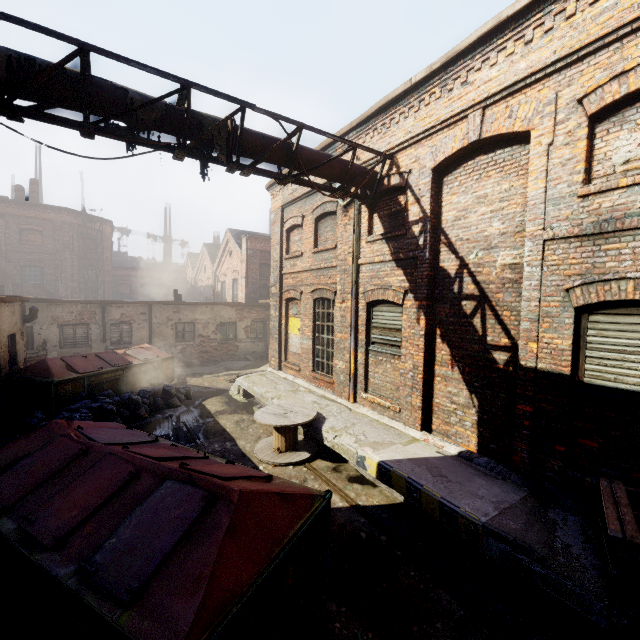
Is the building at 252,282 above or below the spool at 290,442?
above

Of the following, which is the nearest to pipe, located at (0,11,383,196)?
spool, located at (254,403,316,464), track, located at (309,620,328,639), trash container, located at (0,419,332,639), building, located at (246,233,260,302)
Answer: trash container, located at (0,419,332,639)

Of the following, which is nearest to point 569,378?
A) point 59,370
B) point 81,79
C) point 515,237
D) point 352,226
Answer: point 515,237

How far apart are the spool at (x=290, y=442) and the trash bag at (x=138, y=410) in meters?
3.9

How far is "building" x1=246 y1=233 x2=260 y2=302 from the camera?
22.0 meters

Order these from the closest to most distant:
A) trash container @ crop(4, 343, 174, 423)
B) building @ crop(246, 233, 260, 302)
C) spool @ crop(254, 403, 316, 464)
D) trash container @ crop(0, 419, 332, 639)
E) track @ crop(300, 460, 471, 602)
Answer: trash container @ crop(0, 419, 332, 639), track @ crop(300, 460, 471, 602), spool @ crop(254, 403, 316, 464), trash container @ crop(4, 343, 174, 423), building @ crop(246, 233, 260, 302)

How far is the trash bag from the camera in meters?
8.1

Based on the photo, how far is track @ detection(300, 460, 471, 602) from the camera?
4.3m
